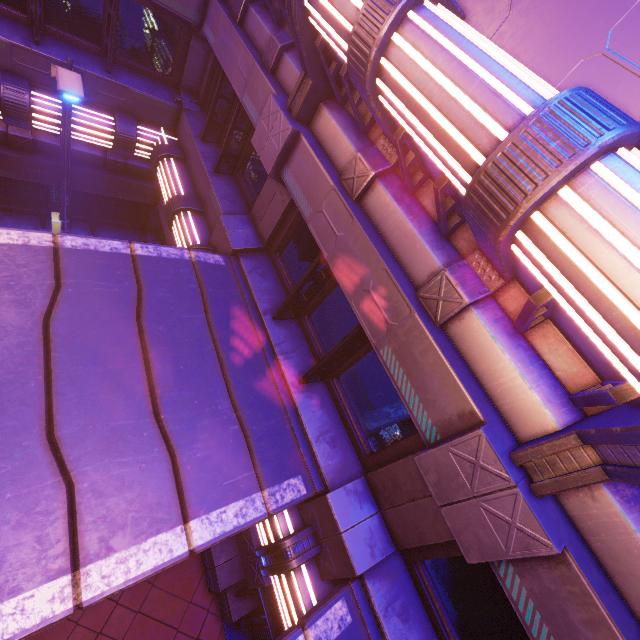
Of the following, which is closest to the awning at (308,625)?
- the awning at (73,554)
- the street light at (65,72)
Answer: the awning at (73,554)

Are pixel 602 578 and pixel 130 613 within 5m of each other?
no

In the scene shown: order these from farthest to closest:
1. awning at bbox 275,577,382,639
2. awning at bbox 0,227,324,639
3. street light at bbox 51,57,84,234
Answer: street light at bbox 51,57,84,234 < awning at bbox 275,577,382,639 < awning at bbox 0,227,324,639

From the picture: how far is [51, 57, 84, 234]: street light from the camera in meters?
4.8

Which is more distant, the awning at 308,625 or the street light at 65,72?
the street light at 65,72

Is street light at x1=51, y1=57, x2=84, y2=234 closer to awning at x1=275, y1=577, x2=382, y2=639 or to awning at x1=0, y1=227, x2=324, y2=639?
awning at x1=0, y1=227, x2=324, y2=639

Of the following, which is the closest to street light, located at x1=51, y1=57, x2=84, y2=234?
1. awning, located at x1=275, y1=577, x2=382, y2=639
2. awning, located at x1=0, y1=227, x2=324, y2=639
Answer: awning, located at x1=0, y1=227, x2=324, y2=639
